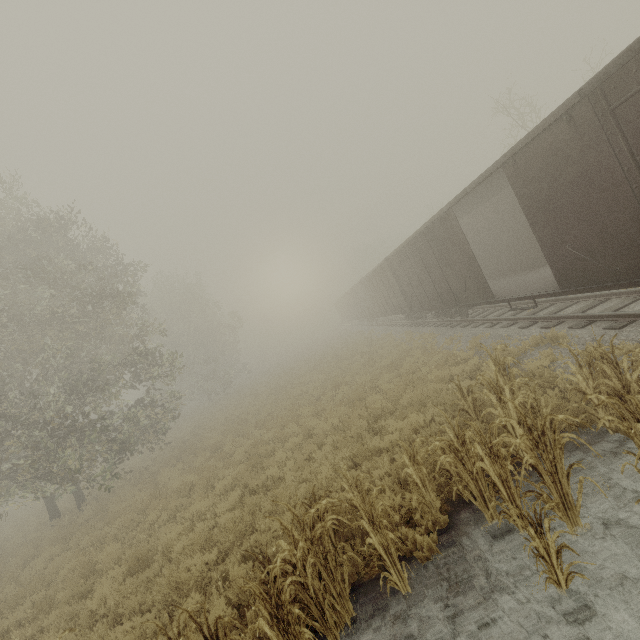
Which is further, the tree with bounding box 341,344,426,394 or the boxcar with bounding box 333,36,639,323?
the tree with bounding box 341,344,426,394

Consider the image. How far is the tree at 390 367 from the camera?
13.2 meters

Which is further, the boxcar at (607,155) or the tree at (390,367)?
the tree at (390,367)

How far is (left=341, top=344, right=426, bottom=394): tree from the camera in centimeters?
1323cm

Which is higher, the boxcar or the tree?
the boxcar

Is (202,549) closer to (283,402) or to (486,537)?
(486,537)
